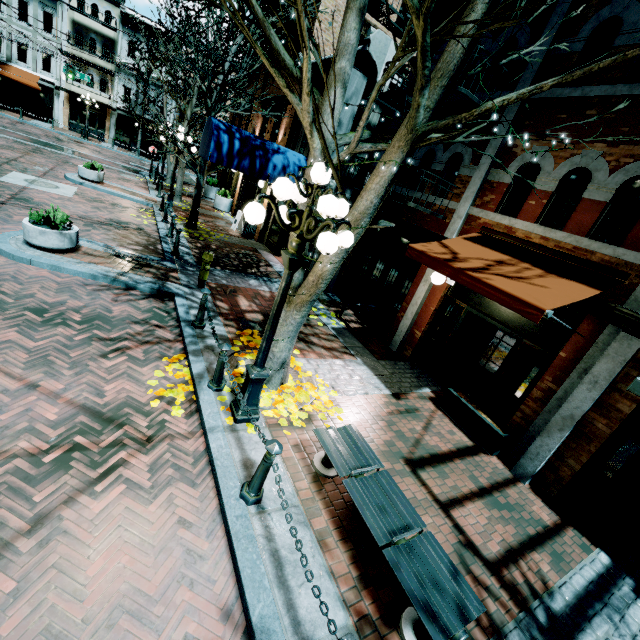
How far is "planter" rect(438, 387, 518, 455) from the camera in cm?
614

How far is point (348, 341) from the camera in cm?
878

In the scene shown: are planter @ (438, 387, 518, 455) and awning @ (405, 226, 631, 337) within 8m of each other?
yes

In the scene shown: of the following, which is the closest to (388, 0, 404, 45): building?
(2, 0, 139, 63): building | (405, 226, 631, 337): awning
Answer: (405, 226, 631, 337): awning

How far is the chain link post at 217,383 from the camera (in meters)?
4.93

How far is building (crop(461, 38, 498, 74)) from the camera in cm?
662

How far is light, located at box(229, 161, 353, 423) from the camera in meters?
3.4

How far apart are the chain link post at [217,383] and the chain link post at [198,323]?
1.12m
